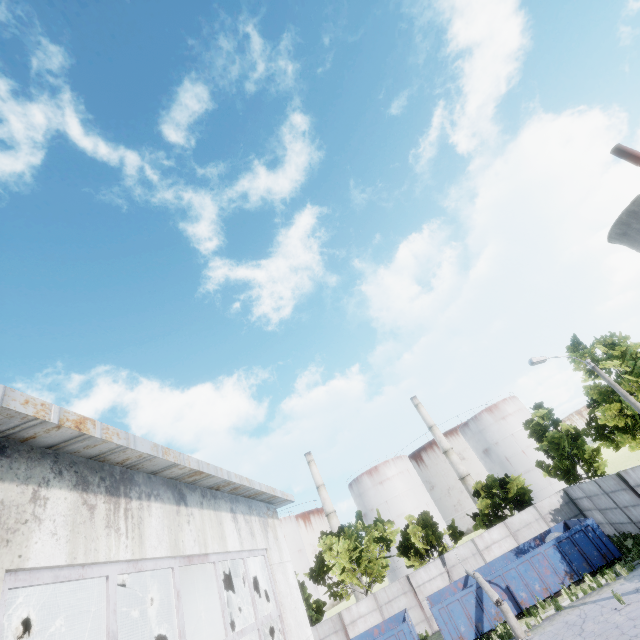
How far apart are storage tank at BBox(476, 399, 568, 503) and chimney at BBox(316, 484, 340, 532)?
28.5m

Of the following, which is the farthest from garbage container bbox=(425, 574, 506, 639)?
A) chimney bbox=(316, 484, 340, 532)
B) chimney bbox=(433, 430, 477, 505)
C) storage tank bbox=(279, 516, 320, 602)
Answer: storage tank bbox=(279, 516, 320, 602)

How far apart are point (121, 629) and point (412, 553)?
27.3m

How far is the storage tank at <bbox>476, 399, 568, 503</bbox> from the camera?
51.9m

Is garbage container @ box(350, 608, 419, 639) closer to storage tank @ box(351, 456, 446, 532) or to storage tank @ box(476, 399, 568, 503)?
storage tank @ box(351, 456, 446, 532)

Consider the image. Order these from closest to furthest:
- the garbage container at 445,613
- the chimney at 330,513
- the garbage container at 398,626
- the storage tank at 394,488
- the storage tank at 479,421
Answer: the garbage container at 445,613 → the garbage container at 398,626 → the storage tank at 479,421 → the storage tank at 394,488 → the chimney at 330,513

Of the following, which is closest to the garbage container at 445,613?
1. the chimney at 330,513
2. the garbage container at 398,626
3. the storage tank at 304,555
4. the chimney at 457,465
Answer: the garbage container at 398,626

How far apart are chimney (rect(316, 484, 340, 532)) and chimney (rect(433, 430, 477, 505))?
21.6 meters
